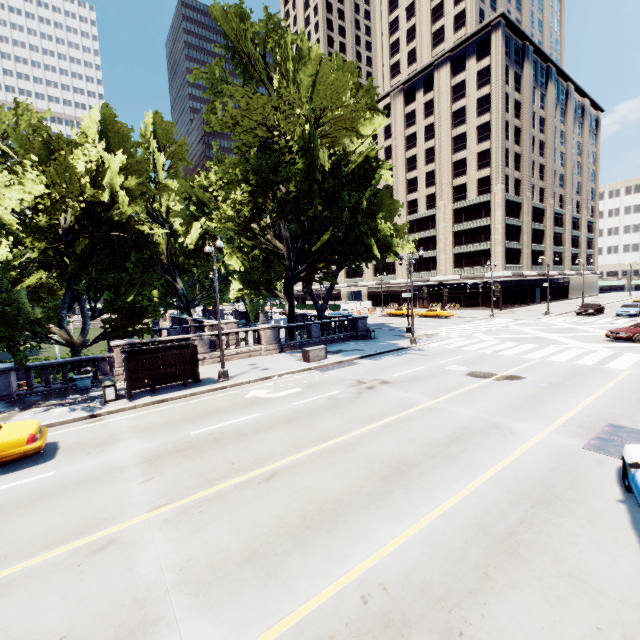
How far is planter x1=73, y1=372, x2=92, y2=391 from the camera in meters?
16.2 m

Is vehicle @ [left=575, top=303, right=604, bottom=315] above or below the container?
above

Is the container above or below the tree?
below

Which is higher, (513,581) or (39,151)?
(39,151)

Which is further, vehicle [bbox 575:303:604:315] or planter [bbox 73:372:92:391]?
vehicle [bbox 575:303:604:315]

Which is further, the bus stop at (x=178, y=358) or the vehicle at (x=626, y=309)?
the vehicle at (x=626, y=309)

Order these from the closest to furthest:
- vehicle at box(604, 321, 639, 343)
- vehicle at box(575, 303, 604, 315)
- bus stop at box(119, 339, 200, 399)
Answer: bus stop at box(119, 339, 200, 399)
vehicle at box(604, 321, 639, 343)
vehicle at box(575, 303, 604, 315)

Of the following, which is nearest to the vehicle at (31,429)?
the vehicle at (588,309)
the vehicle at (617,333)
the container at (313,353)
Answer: the container at (313,353)
